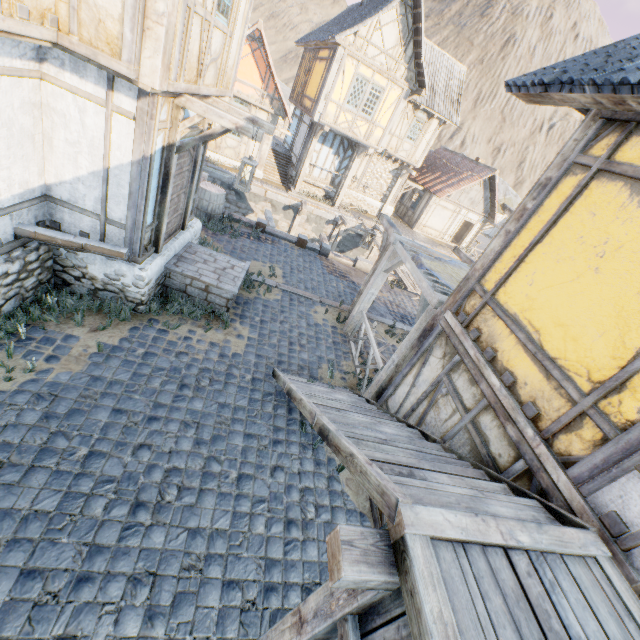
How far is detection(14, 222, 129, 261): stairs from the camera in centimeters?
497cm

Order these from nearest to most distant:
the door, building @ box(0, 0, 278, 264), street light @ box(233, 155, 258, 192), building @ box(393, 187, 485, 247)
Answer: building @ box(0, 0, 278, 264) < street light @ box(233, 155, 258, 192) < the door < building @ box(393, 187, 485, 247)

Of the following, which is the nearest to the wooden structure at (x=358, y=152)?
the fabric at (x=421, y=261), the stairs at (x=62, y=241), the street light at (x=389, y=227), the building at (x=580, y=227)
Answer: the street light at (x=389, y=227)

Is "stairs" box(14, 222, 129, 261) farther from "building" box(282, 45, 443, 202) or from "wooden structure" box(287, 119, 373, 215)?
"building" box(282, 45, 443, 202)

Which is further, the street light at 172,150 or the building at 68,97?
the street light at 172,150

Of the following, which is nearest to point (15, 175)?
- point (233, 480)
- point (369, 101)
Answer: point (233, 480)

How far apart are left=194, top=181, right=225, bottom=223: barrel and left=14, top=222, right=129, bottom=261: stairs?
5.3m

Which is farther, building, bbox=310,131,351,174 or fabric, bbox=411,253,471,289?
building, bbox=310,131,351,174
